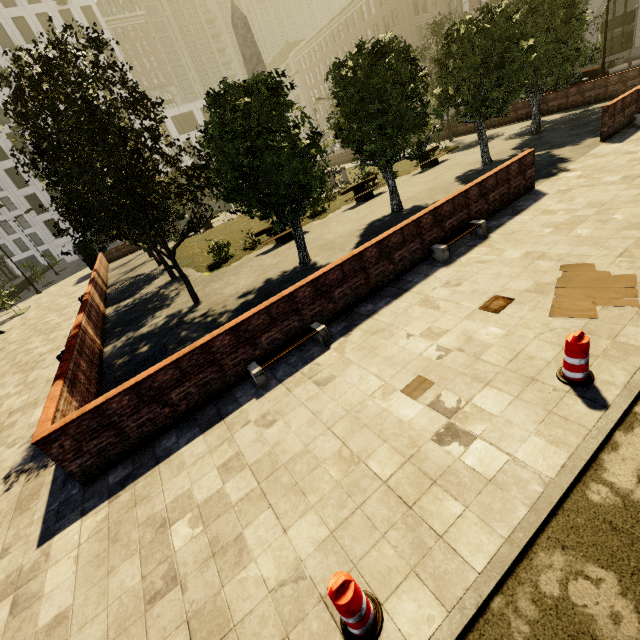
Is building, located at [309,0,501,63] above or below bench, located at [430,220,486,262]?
above

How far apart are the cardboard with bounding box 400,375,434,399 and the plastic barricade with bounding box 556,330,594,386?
1.6m

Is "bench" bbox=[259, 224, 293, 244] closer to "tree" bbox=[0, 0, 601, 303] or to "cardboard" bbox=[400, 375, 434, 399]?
"tree" bbox=[0, 0, 601, 303]

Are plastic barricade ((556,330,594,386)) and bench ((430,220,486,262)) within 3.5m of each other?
no

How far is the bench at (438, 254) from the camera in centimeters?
824cm

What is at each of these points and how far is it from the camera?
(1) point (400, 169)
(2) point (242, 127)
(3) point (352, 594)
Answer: (1) plant, 21.7m
(2) tree, 9.3m
(3) plastic barricade, 2.6m

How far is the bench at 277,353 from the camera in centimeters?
627cm

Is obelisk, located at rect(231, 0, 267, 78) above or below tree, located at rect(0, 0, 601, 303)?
above
